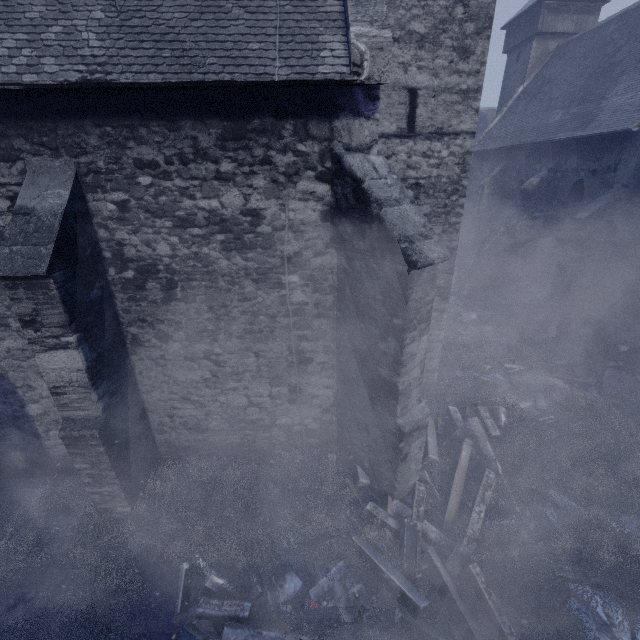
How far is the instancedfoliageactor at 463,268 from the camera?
18.9 meters

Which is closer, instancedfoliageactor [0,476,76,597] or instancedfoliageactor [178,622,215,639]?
instancedfoliageactor [178,622,215,639]

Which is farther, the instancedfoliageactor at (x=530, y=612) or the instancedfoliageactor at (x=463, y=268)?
the instancedfoliageactor at (x=463, y=268)

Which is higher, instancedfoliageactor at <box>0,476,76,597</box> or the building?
the building

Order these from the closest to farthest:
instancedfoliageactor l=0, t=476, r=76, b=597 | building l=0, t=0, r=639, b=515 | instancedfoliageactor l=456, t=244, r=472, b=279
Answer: building l=0, t=0, r=639, b=515
instancedfoliageactor l=0, t=476, r=76, b=597
instancedfoliageactor l=456, t=244, r=472, b=279

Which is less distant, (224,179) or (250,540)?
(224,179)

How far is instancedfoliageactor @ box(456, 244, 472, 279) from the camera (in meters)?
18.91
